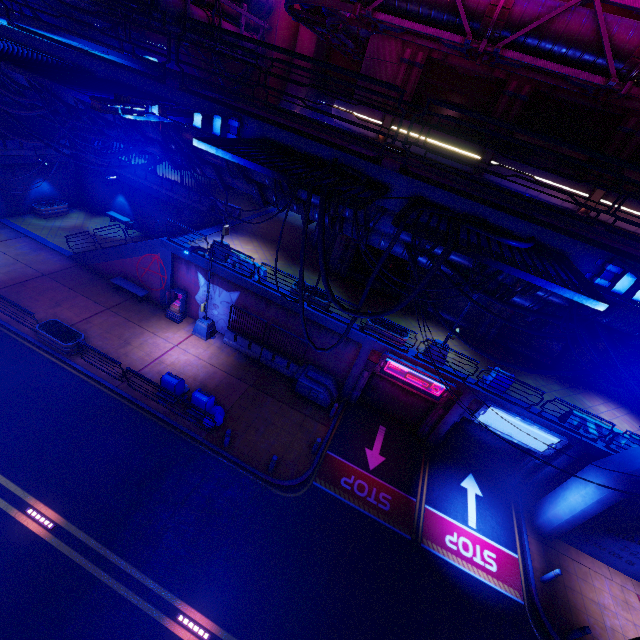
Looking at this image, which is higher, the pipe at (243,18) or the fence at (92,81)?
the pipe at (243,18)

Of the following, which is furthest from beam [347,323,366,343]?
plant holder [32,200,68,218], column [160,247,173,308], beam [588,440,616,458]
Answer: beam [588,440,616,458]

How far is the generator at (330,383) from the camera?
17.0 meters

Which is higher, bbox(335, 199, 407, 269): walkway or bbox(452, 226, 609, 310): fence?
bbox(452, 226, 609, 310): fence

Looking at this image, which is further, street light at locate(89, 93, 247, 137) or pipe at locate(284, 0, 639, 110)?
pipe at locate(284, 0, 639, 110)

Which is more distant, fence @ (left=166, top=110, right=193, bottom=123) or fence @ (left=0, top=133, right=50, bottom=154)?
fence @ (left=0, top=133, right=50, bottom=154)

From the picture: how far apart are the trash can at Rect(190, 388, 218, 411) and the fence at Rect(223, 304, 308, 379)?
3.7m

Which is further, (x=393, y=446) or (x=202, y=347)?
(x=202, y=347)
